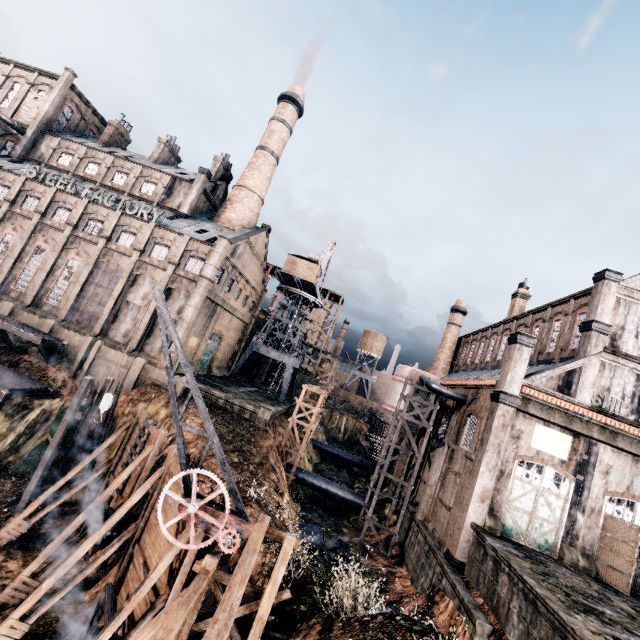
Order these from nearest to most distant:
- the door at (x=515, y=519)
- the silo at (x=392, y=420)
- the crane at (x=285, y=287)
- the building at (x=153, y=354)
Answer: the door at (x=515, y=519)
the silo at (x=392, y=420)
the building at (x=153, y=354)
the crane at (x=285, y=287)

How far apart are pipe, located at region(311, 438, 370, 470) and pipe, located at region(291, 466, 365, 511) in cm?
1844

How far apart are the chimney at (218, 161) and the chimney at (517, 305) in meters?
43.5 m

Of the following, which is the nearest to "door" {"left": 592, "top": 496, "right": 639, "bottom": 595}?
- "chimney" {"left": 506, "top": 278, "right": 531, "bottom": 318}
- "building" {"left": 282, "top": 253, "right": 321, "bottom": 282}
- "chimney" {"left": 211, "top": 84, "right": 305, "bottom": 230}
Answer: "chimney" {"left": 506, "top": 278, "right": 531, "bottom": 318}

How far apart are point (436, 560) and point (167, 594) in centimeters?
1748cm

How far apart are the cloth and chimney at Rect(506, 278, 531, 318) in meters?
70.2 m

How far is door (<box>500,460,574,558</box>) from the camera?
21.0m

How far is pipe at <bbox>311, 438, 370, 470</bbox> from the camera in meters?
54.9 m
